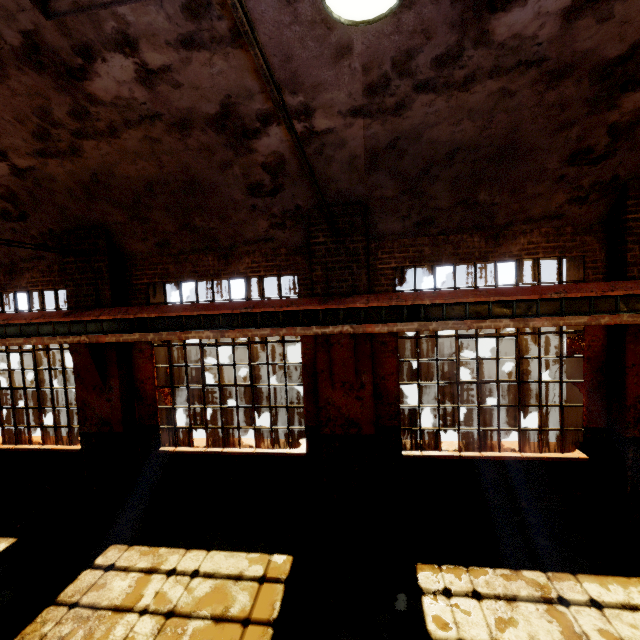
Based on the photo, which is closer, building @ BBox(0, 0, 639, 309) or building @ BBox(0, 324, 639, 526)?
building @ BBox(0, 0, 639, 309)

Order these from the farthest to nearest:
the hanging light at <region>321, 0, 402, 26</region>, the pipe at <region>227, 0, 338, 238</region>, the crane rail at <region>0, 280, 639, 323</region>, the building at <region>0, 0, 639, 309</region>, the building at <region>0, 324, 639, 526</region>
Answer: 1. the building at <region>0, 324, 639, 526</region>
2. the crane rail at <region>0, 280, 639, 323</region>
3. the building at <region>0, 0, 639, 309</region>
4. the hanging light at <region>321, 0, 402, 26</region>
5. the pipe at <region>227, 0, 338, 238</region>

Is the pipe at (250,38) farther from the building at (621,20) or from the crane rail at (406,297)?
the crane rail at (406,297)

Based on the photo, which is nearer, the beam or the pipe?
the pipe

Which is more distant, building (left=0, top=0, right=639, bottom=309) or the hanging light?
building (left=0, top=0, right=639, bottom=309)

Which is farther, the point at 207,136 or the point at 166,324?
the point at 166,324

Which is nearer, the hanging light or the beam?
the hanging light

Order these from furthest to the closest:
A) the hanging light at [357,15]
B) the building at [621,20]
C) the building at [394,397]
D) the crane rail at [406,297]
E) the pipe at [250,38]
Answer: the building at [394,397] < the crane rail at [406,297] < the building at [621,20] < the hanging light at [357,15] < the pipe at [250,38]
